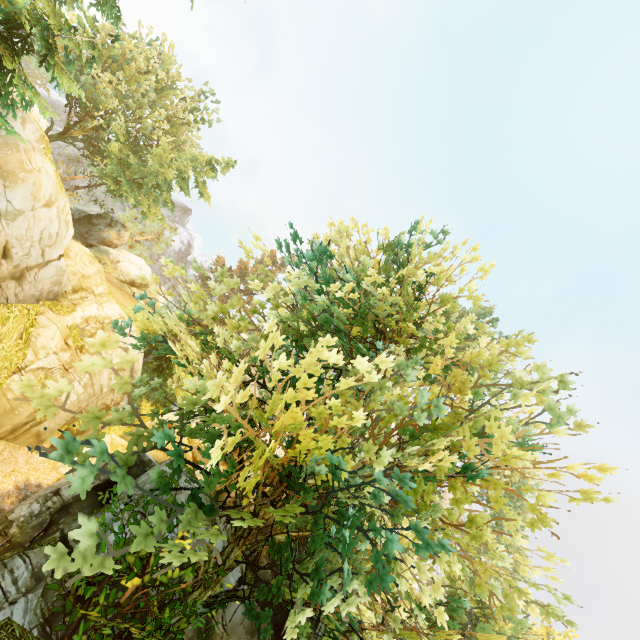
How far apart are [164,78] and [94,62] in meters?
26.4 m

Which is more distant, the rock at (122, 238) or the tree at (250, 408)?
the rock at (122, 238)

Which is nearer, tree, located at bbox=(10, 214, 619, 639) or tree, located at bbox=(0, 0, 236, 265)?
tree, located at bbox=(10, 214, 619, 639)

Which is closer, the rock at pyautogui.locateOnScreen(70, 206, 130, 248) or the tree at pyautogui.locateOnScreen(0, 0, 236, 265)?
the tree at pyautogui.locateOnScreen(0, 0, 236, 265)

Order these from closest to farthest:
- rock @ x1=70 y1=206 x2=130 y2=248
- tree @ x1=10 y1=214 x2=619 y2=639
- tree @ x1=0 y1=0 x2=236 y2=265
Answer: tree @ x1=10 y1=214 x2=619 y2=639
tree @ x1=0 y1=0 x2=236 y2=265
rock @ x1=70 y1=206 x2=130 y2=248

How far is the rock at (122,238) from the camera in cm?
3273

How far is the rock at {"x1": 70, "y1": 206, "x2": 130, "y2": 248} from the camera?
32.7 meters
